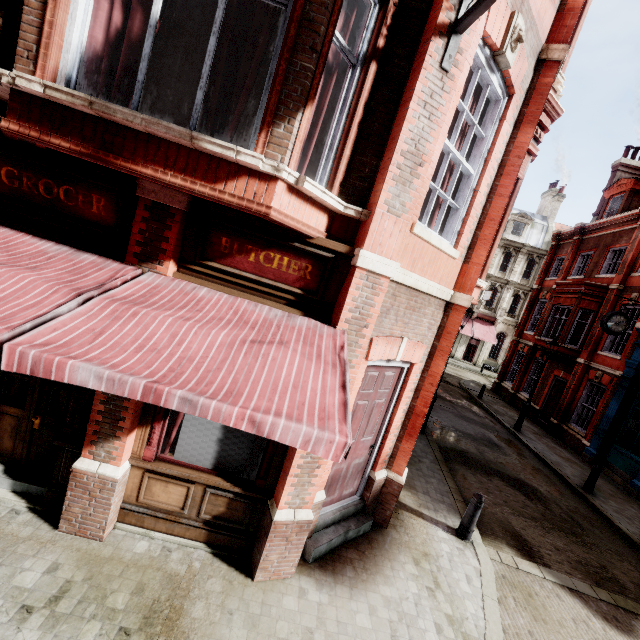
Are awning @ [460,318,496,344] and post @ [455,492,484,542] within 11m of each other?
no

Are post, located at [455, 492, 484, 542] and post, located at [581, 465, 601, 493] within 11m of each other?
yes

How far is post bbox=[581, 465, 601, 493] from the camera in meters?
10.6 m

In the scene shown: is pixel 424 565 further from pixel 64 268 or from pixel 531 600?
pixel 64 268

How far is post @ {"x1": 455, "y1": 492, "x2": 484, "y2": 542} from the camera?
6.27m

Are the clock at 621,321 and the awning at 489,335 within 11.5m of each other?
no

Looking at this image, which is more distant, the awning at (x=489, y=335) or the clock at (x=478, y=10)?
the awning at (x=489, y=335)

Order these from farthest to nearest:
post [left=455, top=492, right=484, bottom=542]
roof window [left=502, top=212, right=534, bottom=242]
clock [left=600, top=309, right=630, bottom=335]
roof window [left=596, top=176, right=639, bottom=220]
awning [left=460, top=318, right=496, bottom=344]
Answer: roof window [left=502, top=212, right=534, bottom=242], awning [left=460, top=318, right=496, bottom=344], roof window [left=596, top=176, right=639, bottom=220], clock [left=600, top=309, right=630, bottom=335], post [left=455, top=492, right=484, bottom=542]
